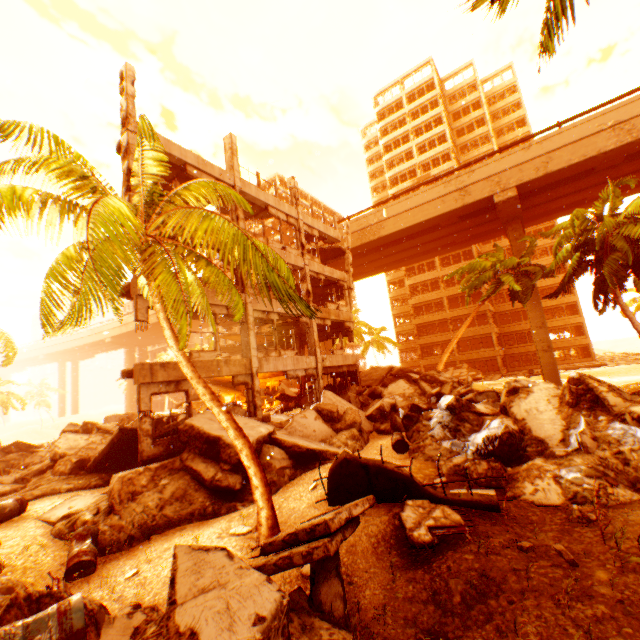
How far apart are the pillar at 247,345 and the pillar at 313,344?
4.52m

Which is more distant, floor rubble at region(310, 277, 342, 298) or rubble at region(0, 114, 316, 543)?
floor rubble at region(310, 277, 342, 298)

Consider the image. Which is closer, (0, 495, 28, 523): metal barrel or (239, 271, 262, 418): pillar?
(0, 495, 28, 523): metal barrel

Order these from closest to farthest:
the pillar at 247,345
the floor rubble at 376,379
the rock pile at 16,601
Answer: the rock pile at 16,601
the pillar at 247,345
the floor rubble at 376,379

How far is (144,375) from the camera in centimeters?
1052cm

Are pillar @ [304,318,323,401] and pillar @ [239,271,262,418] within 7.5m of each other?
yes

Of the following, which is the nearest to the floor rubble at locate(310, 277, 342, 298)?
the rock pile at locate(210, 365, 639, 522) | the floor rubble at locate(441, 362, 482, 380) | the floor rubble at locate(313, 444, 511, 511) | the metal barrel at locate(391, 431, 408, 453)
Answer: the rock pile at locate(210, 365, 639, 522)

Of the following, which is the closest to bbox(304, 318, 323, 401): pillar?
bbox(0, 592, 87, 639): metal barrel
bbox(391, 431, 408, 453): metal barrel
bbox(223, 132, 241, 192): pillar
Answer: bbox(223, 132, 241, 192): pillar
